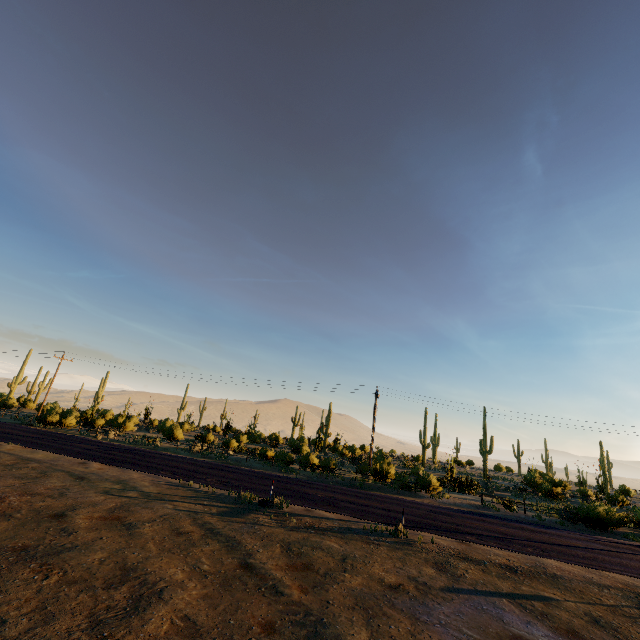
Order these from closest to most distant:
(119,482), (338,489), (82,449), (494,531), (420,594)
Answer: (420,594) < (119,482) < (494,531) < (338,489) < (82,449)
